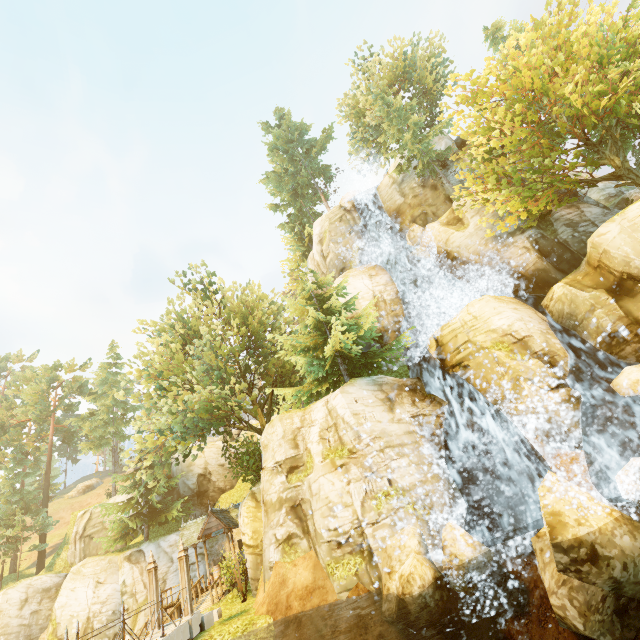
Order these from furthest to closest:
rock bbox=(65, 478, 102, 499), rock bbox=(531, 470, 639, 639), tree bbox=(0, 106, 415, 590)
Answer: rock bbox=(65, 478, 102, 499), tree bbox=(0, 106, 415, 590), rock bbox=(531, 470, 639, 639)

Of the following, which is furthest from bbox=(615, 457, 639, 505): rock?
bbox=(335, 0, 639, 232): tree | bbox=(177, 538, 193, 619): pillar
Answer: bbox=(177, 538, 193, 619): pillar

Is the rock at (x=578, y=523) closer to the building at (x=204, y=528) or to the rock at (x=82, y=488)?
the building at (x=204, y=528)

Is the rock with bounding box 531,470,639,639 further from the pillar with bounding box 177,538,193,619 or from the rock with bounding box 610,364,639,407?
the pillar with bounding box 177,538,193,619

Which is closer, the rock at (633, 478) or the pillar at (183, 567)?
the rock at (633, 478)

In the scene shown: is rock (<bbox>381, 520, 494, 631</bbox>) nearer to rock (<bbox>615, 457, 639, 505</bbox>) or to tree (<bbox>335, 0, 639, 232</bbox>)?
rock (<bbox>615, 457, 639, 505</bbox>)

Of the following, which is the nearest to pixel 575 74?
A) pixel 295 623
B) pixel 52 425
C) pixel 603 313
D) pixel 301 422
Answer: pixel 603 313

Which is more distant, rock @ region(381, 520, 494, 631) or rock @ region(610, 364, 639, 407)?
rock @ region(610, 364, 639, 407)
